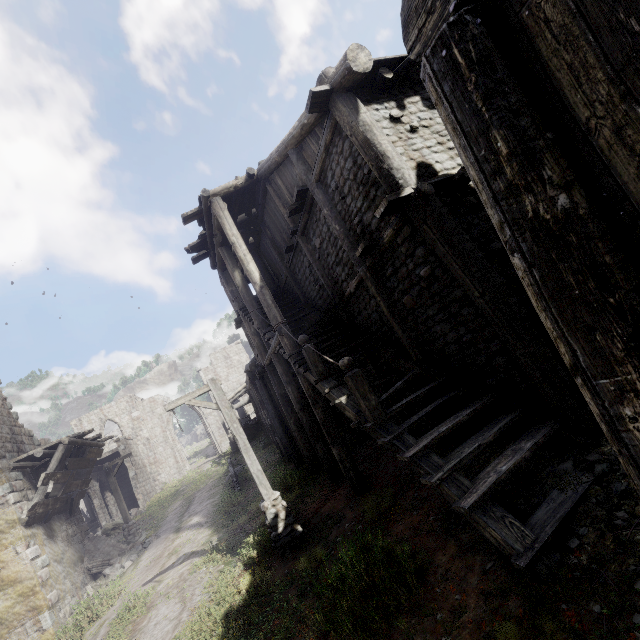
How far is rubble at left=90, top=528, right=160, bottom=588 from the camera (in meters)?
14.28

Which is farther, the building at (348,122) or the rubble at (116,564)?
the rubble at (116,564)

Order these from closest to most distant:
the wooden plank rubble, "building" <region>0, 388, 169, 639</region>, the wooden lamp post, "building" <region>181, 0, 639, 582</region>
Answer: "building" <region>181, 0, 639, 582</region> → "building" <region>0, 388, 169, 639</region> → the wooden plank rubble → the wooden lamp post

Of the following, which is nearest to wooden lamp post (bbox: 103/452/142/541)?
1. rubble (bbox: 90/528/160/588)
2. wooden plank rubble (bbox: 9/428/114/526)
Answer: rubble (bbox: 90/528/160/588)

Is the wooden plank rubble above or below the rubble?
above

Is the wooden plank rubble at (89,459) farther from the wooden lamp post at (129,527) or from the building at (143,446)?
the wooden lamp post at (129,527)

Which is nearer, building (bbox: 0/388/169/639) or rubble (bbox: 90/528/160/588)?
building (bbox: 0/388/169/639)

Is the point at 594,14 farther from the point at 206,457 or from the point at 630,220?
the point at 206,457
